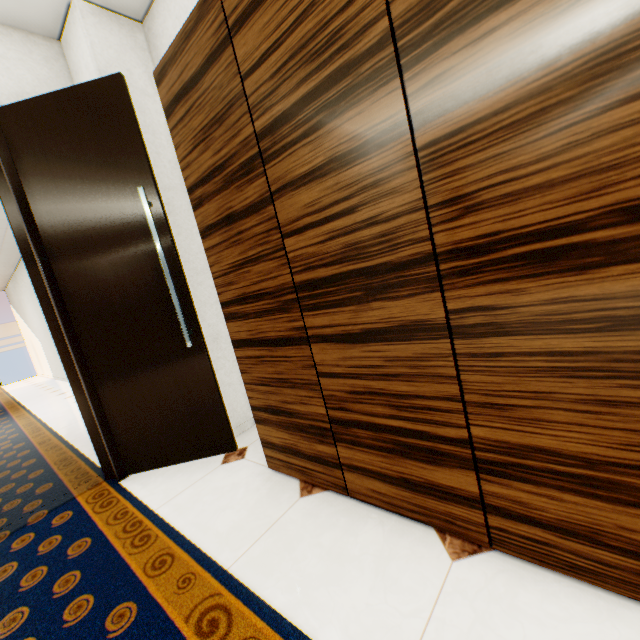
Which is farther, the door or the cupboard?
the door

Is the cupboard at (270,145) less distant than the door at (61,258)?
Yes

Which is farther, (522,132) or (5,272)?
(5,272)
